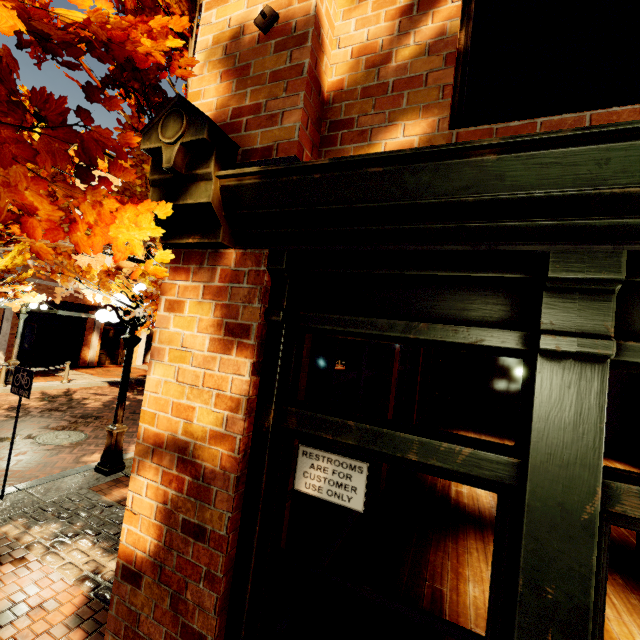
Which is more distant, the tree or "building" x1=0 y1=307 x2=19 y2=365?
"building" x1=0 y1=307 x2=19 y2=365

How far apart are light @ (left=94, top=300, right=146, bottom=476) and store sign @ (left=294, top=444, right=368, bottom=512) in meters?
5.5 m

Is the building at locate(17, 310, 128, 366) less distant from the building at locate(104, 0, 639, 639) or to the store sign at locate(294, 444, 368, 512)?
the building at locate(104, 0, 639, 639)

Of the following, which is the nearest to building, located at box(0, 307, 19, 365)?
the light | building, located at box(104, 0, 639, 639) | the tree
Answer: the tree

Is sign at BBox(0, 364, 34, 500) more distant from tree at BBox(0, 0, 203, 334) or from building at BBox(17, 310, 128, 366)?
building at BBox(17, 310, 128, 366)

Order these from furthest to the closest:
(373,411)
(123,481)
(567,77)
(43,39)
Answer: (567,77), (373,411), (123,481), (43,39)

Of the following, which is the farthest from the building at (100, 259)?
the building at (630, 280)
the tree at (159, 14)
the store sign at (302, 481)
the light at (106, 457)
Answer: the store sign at (302, 481)

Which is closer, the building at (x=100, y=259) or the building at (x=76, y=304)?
the building at (x=76, y=304)
